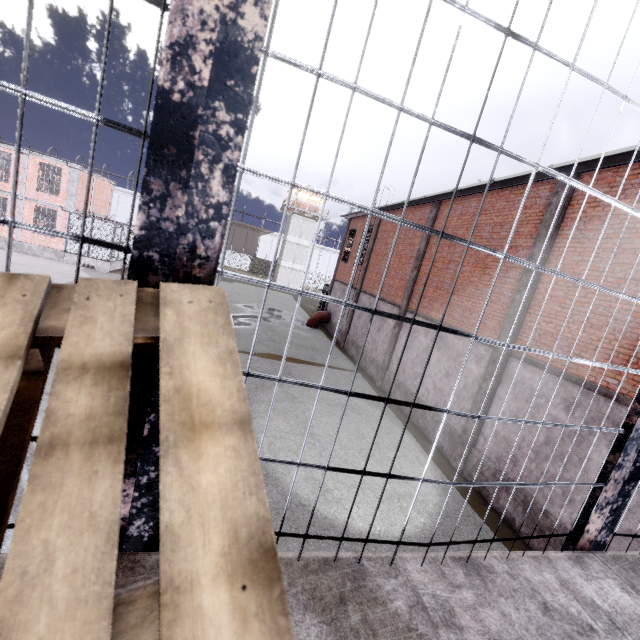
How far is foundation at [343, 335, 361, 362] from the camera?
18.76m

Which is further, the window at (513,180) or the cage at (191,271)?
the window at (513,180)

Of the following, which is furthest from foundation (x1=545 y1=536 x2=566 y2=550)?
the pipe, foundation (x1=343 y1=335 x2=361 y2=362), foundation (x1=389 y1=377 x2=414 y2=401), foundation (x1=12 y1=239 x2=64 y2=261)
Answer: foundation (x1=12 y1=239 x2=64 y2=261)

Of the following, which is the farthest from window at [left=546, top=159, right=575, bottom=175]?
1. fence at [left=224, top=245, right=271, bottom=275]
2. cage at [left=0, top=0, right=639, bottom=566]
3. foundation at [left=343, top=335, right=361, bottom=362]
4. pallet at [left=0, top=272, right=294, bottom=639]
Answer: fence at [left=224, top=245, right=271, bottom=275]

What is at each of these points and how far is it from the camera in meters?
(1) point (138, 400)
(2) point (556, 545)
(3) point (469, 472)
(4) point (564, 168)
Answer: (1) cage, 0.9 m
(2) foundation, 7.0 m
(3) foundation, 9.5 m
(4) window, 8.3 m

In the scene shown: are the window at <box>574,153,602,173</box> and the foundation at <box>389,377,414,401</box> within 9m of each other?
yes

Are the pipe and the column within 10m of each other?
no

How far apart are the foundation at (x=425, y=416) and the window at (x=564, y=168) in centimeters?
768cm
